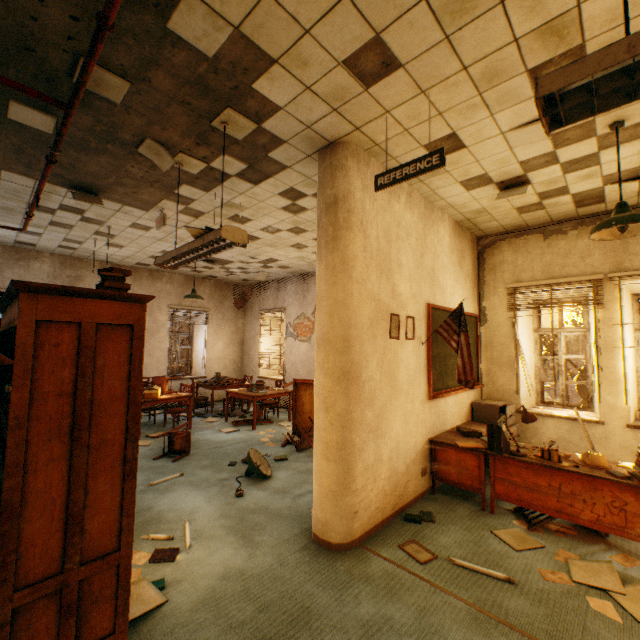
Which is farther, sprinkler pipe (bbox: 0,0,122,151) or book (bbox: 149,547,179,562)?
book (bbox: 149,547,179,562)

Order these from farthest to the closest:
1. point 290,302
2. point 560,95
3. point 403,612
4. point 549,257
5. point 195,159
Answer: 1. point 290,302
2. point 549,257
3. point 195,159
4. point 403,612
5. point 560,95

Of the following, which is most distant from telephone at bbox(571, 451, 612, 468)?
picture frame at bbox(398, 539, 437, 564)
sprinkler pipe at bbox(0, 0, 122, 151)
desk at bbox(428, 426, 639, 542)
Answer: sprinkler pipe at bbox(0, 0, 122, 151)

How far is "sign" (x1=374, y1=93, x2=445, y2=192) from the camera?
2.5m

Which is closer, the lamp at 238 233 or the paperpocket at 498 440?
the lamp at 238 233

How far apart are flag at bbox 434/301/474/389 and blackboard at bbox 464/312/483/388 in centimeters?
17cm

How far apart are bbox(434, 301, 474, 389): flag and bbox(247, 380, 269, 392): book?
4.7m

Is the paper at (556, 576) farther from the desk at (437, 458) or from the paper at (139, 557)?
the paper at (139, 557)
